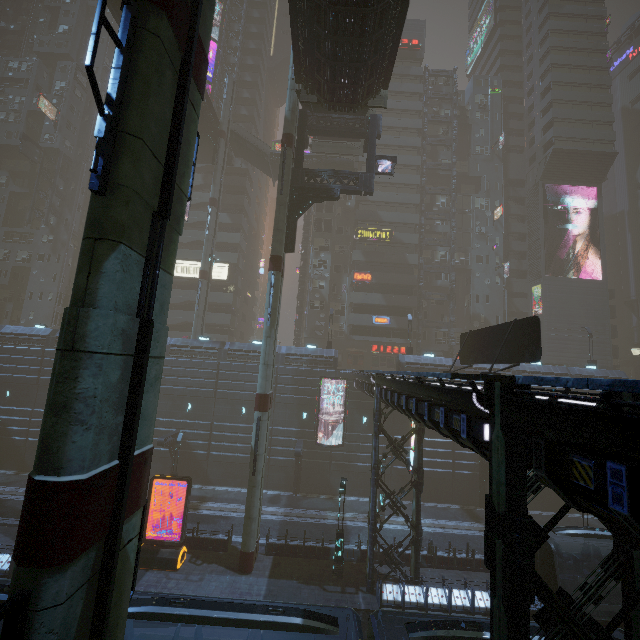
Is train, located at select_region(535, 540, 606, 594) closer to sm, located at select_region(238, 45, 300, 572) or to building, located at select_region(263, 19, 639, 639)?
building, located at select_region(263, 19, 639, 639)

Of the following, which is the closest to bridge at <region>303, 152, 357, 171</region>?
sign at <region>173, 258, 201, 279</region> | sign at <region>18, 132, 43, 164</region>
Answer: sign at <region>173, 258, 201, 279</region>

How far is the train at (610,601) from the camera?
13.86m

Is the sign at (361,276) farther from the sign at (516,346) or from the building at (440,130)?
the sign at (516,346)

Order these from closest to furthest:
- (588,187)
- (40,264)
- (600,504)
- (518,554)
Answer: (600,504) → (518,554) → (40,264) → (588,187)

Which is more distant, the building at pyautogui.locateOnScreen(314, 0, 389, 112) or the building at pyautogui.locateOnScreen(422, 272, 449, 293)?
the building at pyautogui.locateOnScreen(422, 272, 449, 293)

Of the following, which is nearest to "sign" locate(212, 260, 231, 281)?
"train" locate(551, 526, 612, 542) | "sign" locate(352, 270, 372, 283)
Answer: "train" locate(551, 526, 612, 542)

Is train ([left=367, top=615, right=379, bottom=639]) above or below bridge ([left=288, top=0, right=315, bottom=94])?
below
